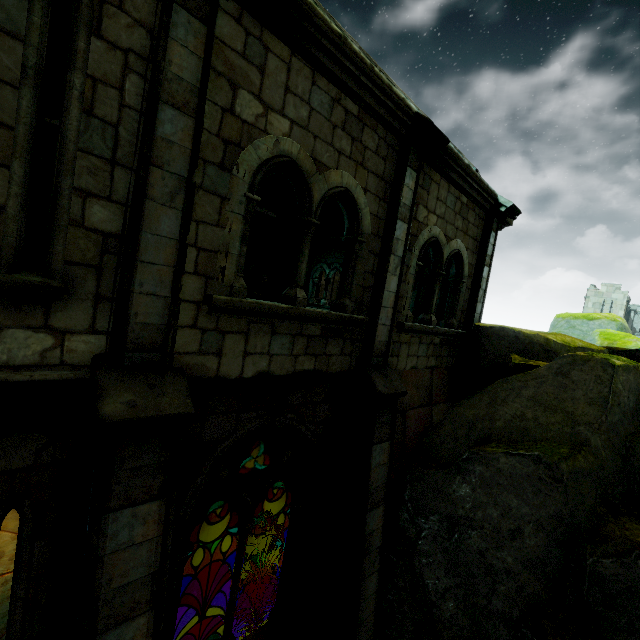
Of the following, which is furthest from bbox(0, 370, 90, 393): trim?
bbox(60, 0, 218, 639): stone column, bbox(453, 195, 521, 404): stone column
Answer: bbox(453, 195, 521, 404): stone column

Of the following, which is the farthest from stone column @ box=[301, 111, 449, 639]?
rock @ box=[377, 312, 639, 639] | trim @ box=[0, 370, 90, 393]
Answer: trim @ box=[0, 370, 90, 393]

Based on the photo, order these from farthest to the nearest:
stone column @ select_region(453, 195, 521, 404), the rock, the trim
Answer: stone column @ select_region(453, 195, 521, 404) → the rock → the trim

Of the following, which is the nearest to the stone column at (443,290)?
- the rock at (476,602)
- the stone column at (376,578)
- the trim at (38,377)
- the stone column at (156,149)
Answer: the rock at (476,602)

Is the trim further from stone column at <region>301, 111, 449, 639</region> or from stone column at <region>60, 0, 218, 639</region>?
stone column at <region>301, 111, 449, 639</region>

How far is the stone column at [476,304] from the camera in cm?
784

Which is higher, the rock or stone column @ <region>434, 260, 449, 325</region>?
stone column @ <region>434, 260, 449, 325</region>

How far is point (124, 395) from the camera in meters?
2.9 m
